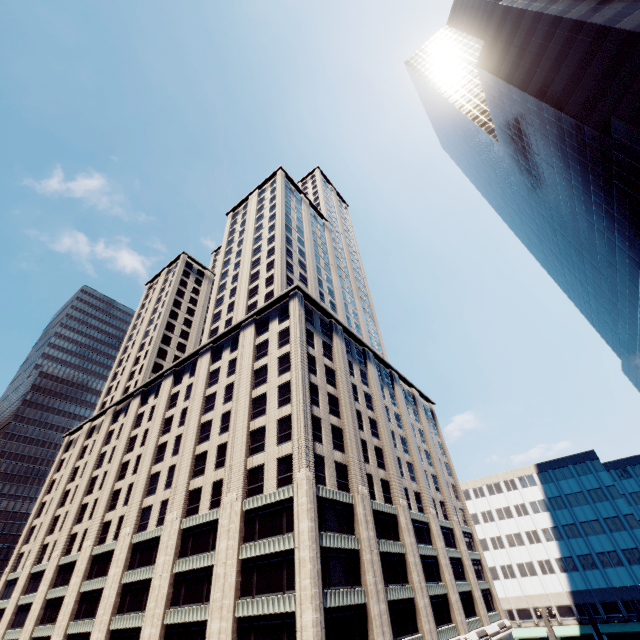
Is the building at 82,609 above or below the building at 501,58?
below

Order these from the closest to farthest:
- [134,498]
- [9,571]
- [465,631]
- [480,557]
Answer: [465,631]
[134,498]
[480,557]
[9,571]

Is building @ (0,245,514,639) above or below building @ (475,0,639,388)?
below

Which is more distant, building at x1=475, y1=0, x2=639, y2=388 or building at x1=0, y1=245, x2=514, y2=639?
building at x1=475, y1=0, x2=639, y2=388

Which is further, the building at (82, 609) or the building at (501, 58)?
the building at (501, 58)
